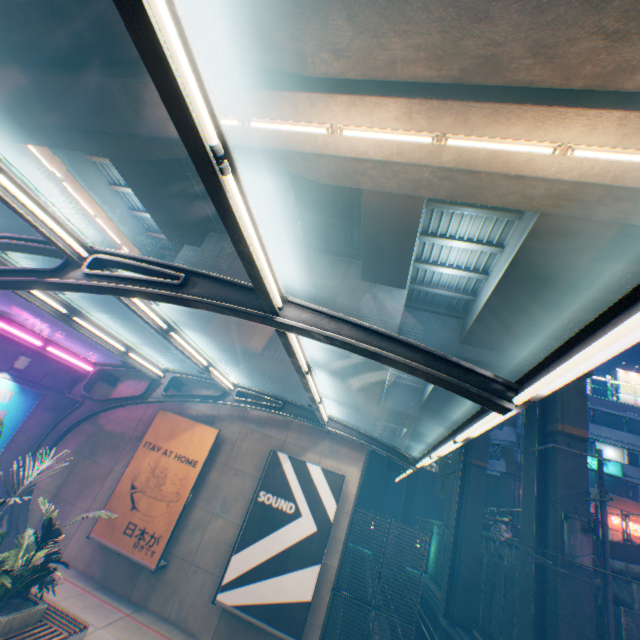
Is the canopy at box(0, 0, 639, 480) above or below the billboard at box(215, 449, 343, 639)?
above

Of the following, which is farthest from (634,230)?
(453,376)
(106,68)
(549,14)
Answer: (106,68)

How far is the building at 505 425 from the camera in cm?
2956

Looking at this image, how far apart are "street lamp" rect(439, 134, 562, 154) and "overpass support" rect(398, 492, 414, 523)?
64.1 meters

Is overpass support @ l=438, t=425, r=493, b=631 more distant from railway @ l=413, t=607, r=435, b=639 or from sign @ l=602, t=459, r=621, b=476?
sign @ l=602, t=459, r=621, b=476

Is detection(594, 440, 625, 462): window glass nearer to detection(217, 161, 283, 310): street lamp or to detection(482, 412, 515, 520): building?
detection(482, 412, 515, 520): building

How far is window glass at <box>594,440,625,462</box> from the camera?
30.2m

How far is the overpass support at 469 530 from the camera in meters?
22.8
